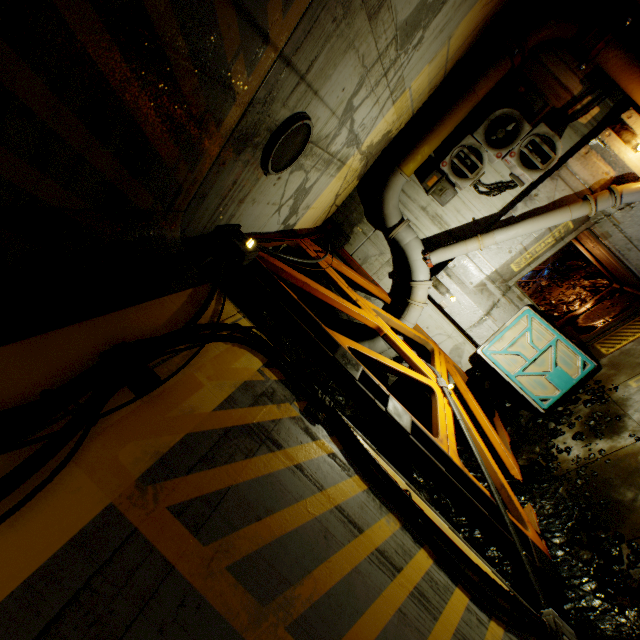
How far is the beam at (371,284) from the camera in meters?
7.9 m

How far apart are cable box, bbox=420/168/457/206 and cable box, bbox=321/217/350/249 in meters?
2.2 m

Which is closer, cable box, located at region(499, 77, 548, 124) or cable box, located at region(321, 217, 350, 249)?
cable box, located at region(499, 77, 548, 124)

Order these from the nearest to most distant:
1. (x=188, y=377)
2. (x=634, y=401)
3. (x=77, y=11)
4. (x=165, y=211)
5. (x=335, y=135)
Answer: (x=77, y=11) → (x=188, y=377) → (x=165, y=211) → (x=335, y=135) → (x=634, y=401)

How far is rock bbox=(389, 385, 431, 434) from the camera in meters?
8.6

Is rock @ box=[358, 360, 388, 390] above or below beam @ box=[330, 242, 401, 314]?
below

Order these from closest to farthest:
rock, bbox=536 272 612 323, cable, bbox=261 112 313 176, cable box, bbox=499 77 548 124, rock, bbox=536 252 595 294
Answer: cable, bbox=261 112 313 176 < cable box, bbox=499 77 548 124 < rock, bbox=536 272 612 323 < rock, bbox=536 252 595 294

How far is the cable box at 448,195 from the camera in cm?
749
